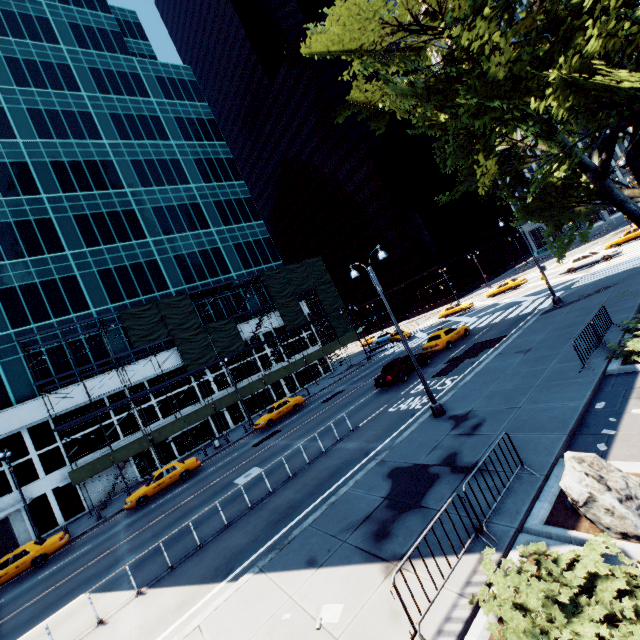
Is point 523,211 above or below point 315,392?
above

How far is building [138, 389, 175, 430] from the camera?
32.8m

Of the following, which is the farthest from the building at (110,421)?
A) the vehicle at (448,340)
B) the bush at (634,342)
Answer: the bush at (634,342)

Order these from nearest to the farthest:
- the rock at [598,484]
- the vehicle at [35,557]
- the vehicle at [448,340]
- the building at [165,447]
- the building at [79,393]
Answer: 1. the rock at [598,484]
2. the vehicle at [35,557]
3. the vehicle at [448,340]
4. the building at [79,393]
5. the building at [165,447]

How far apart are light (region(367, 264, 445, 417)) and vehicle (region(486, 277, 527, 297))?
35.9m

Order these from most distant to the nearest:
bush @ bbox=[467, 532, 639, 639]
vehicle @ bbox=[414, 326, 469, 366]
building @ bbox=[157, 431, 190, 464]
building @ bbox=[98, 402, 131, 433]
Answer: building @ bbox=[157, 431, 190, 464]
building @ bbox=[98, 402, 131, 433]
vehicle @ bbox=[414, 326, 469, 366]
bush @ bbox=[467, 532, 639, 639]
